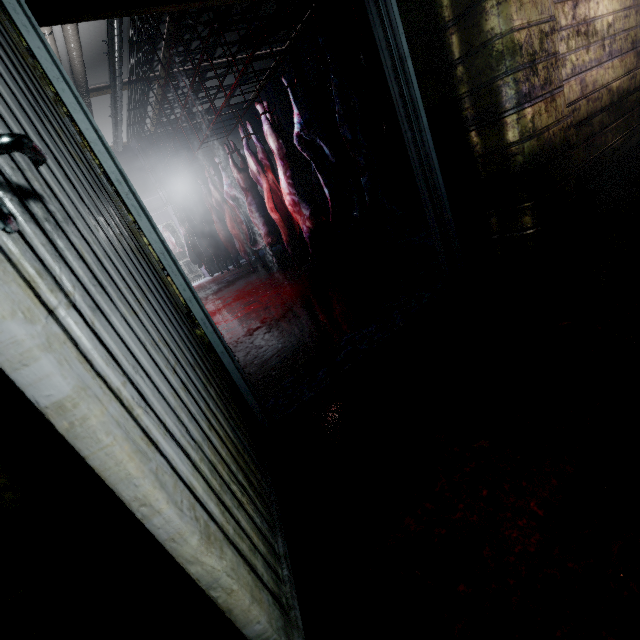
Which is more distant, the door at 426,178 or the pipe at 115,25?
the pipe at 115,25

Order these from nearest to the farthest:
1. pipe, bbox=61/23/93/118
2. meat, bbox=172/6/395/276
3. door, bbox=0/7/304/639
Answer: door, bbox=0/7/304/639 → meat, bbox=172/6/395/276 → pipe, bbox=61/23/93/118

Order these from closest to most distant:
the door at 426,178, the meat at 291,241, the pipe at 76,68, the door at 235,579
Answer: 1. the door at 235,579
2. the door at 426,178
3. the meat at 291,241
4. the pipe at 76,68

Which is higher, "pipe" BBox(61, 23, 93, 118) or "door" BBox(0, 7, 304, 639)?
"pipe" BBox(61, 23, 93, 118)

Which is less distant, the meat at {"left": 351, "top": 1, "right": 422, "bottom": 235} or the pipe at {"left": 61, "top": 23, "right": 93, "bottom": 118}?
the meat at {"left": 351, "top": 1, "right": 422, "bottom": 235}

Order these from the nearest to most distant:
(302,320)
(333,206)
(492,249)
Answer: (492,249) < (302,320) < (333,206)

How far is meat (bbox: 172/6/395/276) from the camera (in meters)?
2.99

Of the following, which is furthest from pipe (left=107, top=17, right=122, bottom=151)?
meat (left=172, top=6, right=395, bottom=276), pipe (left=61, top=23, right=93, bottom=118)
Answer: meat (left=172, top=6, right=395, bottom=276)
